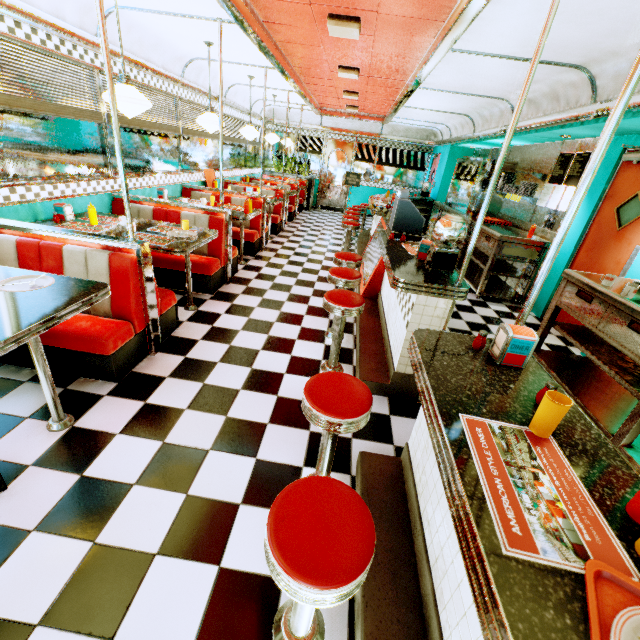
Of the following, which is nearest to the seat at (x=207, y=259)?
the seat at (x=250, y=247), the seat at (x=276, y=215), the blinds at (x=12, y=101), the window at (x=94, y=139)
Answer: the window at (x=94, y=139)

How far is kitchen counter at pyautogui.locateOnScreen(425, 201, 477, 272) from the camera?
6.6m

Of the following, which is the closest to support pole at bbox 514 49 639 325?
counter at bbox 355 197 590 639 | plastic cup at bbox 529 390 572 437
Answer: counter at bbox 355 197 590 639

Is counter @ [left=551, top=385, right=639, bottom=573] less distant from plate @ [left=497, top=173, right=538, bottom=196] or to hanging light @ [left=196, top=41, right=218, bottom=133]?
hanging light @ [left=196, top=41, right=218, bottom=133]

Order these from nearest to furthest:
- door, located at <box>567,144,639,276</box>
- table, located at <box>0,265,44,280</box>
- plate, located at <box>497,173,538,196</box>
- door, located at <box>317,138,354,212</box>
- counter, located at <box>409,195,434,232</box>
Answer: table, located at <box>0,265,44,280</box> → door, located at <box>567,144,639,276</box> → plate, located at <box>497,173,538,196</box> → counter, located at <box>409,195,434,232</box> → door, located at <box>317,138,354,212</box>

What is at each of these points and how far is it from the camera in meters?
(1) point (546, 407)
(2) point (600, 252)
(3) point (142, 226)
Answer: (1) plastic cup, 1.1 m
(2) door, 4.3 m
(3) table, 3.8 m

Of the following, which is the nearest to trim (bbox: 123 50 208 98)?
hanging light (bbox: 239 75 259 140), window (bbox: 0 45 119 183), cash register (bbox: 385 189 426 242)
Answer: window (bbox: 0 45 119 183)

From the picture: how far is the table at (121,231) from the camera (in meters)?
3.37
